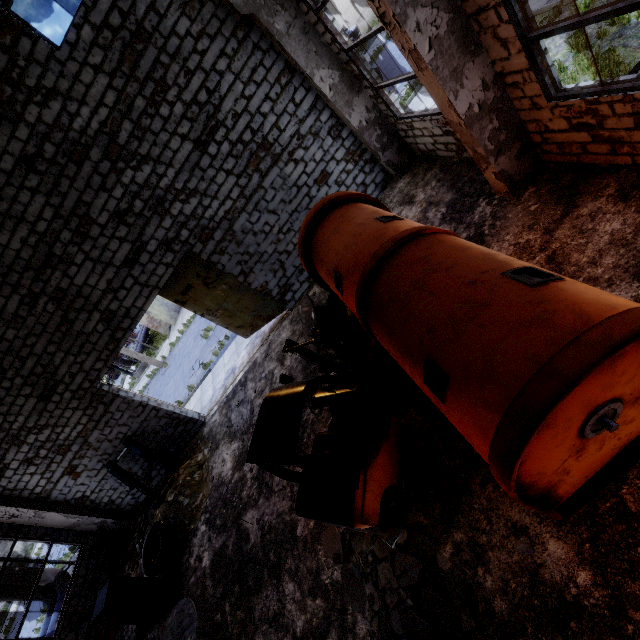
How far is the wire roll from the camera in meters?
9.4

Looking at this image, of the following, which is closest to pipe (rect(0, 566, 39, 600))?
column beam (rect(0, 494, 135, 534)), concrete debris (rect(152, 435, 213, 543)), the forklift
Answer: column beam (rect(0, 494, 135, 534))

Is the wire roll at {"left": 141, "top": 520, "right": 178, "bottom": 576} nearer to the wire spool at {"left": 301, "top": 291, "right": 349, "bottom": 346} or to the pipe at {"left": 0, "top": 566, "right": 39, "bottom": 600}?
the pipe at {"left": 0, "top": 566, "right": 39, "bottom": 600}

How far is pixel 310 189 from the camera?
9.55m

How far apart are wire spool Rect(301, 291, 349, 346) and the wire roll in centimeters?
727cm

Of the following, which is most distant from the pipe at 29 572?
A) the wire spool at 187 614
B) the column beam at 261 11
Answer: the column beam at 261 11

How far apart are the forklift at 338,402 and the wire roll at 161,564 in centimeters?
690cm

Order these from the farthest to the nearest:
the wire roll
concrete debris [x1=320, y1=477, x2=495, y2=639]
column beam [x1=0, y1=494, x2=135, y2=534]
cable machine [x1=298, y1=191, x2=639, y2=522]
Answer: column beam [x1=0, y1=494, x2=135, y2=534]
the wire roll
concrete debris [x1=320, y1=477, x2=495, y2=639]
cable machine [x1=298, y1=191, x2=639, y2=522]
